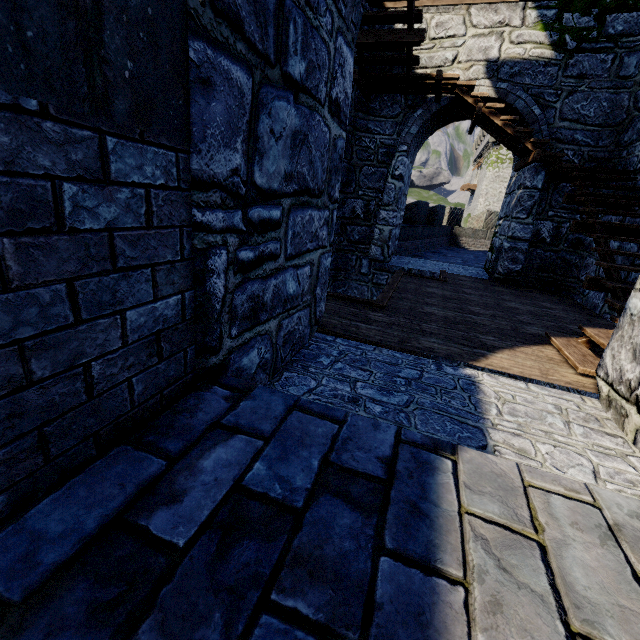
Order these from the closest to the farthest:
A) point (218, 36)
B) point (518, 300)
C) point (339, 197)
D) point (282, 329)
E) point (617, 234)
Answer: point (218, 36) < point (282, 329) < point (617, 234) < point (518, 300) < point (339, 197)

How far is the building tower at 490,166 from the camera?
36.19m

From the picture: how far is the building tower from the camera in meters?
36.2

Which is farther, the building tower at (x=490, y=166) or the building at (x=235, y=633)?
the building tower at (x=490, y=166)

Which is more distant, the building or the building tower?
the building tower
